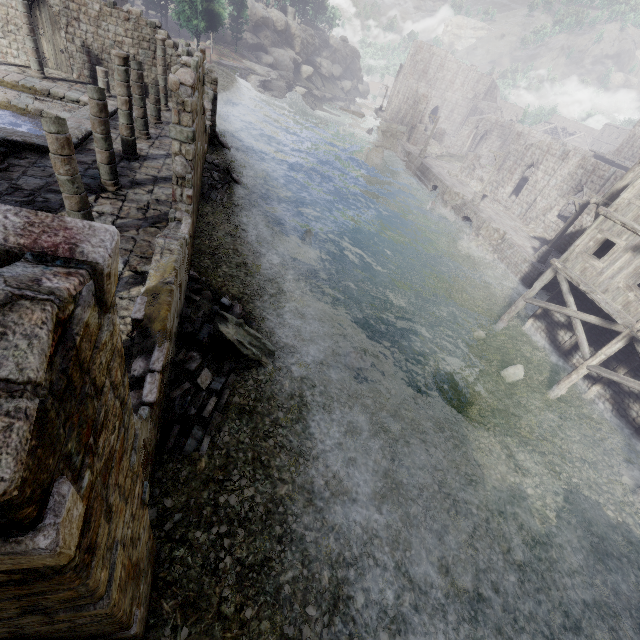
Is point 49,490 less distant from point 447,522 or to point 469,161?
point 447,522

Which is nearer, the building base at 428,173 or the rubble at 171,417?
the rubble at 171,417

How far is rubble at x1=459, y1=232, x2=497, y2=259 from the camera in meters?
26.7

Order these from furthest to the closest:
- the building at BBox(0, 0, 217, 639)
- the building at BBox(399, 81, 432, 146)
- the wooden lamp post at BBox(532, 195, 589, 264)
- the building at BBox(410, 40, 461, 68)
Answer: the building at BBox(410, 40, 461, 68), the building at BBox(399, 81, 432, 146), the wooden lamp post at BBox(532, 195, 589, 264), the building at BBox(0, 0, 217, 639)

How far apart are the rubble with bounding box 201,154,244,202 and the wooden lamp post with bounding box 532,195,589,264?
22.0m

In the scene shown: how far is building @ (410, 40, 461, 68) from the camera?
58.19m

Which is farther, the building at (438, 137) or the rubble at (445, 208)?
the rubble at (445, 208)

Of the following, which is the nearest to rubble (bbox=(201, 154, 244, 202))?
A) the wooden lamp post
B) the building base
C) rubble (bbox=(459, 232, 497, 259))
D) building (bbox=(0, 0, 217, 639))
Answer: building (bbox=(0, 0, 217, 639))
